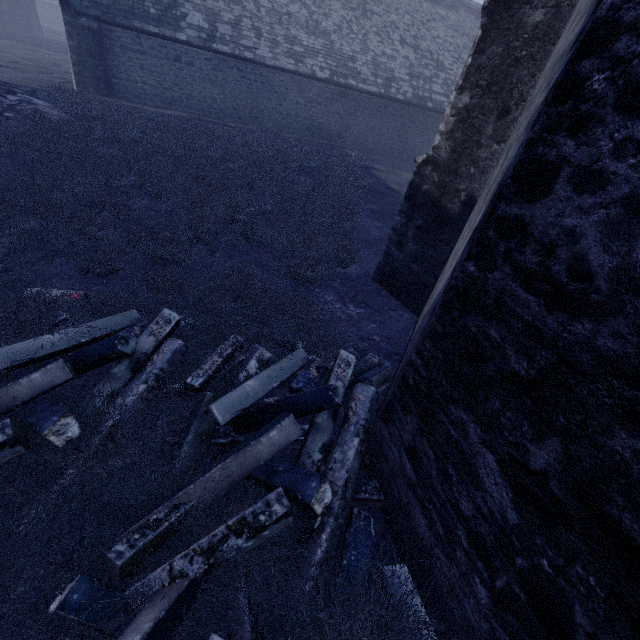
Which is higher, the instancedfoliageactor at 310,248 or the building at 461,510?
the building at 461,510

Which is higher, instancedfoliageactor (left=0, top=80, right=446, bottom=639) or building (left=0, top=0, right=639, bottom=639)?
building (left=0, top=0, right=639, bottom=639)

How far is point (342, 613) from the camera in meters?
2.1

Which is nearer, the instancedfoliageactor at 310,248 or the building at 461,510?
the building at 461,510

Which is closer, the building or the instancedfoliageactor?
the building
